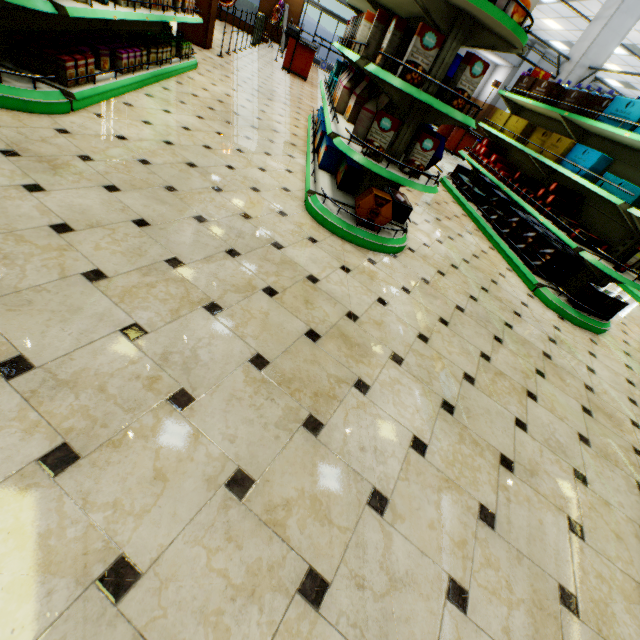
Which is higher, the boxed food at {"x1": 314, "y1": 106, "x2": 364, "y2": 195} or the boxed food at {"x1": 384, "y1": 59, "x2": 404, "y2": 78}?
the boxed food at {"x1": 384, "y1": 59, "x2": 404, "y2": 78}

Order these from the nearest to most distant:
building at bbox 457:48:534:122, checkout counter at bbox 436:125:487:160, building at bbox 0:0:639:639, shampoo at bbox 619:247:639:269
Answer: building at bbox 0:0:639:639 → shampoo at bbox 619:247:639:269 → checkout counter at bbox 436:125:487:160 → building at bbox 457:48:534:122

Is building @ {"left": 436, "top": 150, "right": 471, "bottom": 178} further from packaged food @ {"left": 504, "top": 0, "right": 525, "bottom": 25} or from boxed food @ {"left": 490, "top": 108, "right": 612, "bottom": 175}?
packaged food @ {"left": 504, "top": 0, "right": 525, "bottom": 25}

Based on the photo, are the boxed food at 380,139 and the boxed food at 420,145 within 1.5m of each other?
yes

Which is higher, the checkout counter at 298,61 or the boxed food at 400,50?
the boxed food at 400,50

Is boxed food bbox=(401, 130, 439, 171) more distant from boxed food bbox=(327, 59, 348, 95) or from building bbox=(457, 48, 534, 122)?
boxed food bbox=(327, 59, 348, 95)

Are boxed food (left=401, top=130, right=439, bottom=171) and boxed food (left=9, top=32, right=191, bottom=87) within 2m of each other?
no

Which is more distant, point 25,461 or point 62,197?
point 62,197
